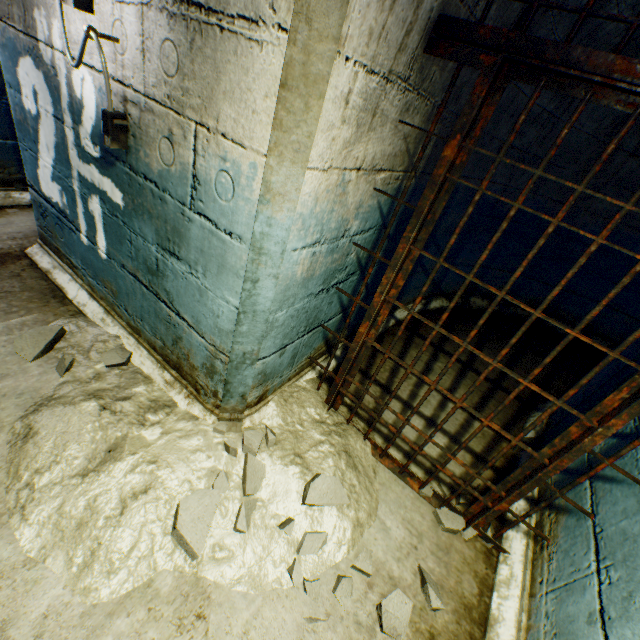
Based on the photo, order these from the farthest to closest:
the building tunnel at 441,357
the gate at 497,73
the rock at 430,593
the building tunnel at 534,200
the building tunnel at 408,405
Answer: the building tunnel at 534,200, the building tunnel at 441,357, the building tunnel at 408,405, the rock at 430,593, the gate at 497,73

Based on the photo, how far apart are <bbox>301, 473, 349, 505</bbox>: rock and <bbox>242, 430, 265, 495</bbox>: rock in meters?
0.2 m

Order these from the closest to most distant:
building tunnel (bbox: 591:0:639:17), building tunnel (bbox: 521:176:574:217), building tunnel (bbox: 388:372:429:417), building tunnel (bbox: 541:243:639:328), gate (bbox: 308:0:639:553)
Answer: gate (bbox: 308:0:639:553) < building tunnel (bbox: 591:0:639:17) < building tunnel (bbox: 388:372:429:417) < building tunnel (bbox: 521:176:574:217) < building tunnel (bbox: 541:243:639:328)

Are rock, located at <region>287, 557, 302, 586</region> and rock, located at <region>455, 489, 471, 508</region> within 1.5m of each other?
yes

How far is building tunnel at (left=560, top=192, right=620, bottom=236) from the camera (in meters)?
3.88

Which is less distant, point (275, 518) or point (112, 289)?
point (275, 518)

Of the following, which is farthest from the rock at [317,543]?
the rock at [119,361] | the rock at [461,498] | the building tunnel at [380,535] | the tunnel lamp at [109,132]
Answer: the tunnel lamp at [109,132]
